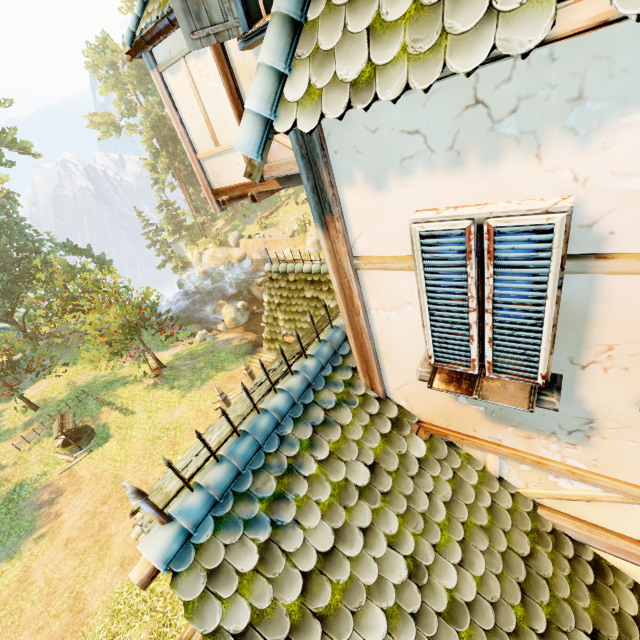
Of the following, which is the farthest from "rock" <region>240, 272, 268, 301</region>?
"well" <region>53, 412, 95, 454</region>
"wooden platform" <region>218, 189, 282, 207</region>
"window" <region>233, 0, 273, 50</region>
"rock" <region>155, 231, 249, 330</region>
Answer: "window" <region>233, 0, 273, 50</region>

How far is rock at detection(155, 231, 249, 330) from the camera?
25.78m

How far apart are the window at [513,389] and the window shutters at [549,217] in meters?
0.0 m

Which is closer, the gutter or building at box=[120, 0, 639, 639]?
building at box=[120, 0, 639, 639]

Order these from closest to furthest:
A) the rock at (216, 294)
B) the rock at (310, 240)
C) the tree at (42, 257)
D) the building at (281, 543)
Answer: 1. the building at (281, 543)
2. the tree at (42, 257)
3. the rock at (216, 294)
4. the rock at (310, 240)

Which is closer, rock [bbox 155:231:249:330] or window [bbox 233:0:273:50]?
window [bbox 233:0:273:50]

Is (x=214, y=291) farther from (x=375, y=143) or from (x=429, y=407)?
(x=375, y=143)

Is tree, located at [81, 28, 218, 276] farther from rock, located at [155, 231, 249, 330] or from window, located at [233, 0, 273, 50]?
window, located at [233, 0, 273, 50]
